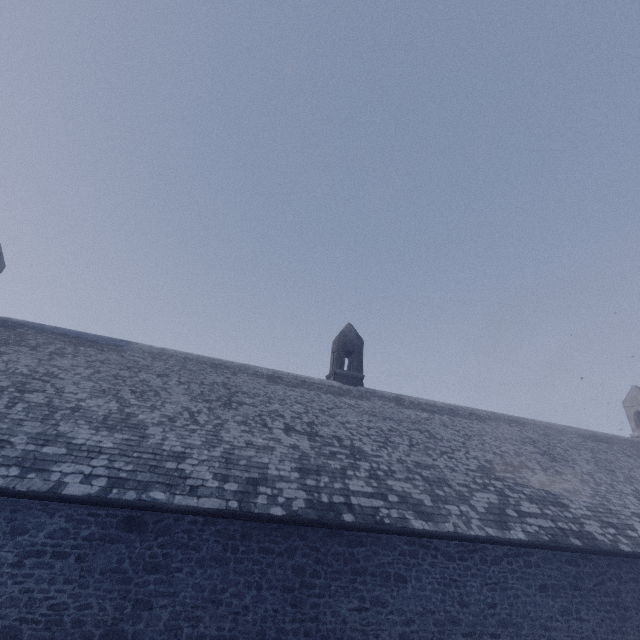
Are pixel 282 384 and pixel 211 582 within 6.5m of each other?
no
